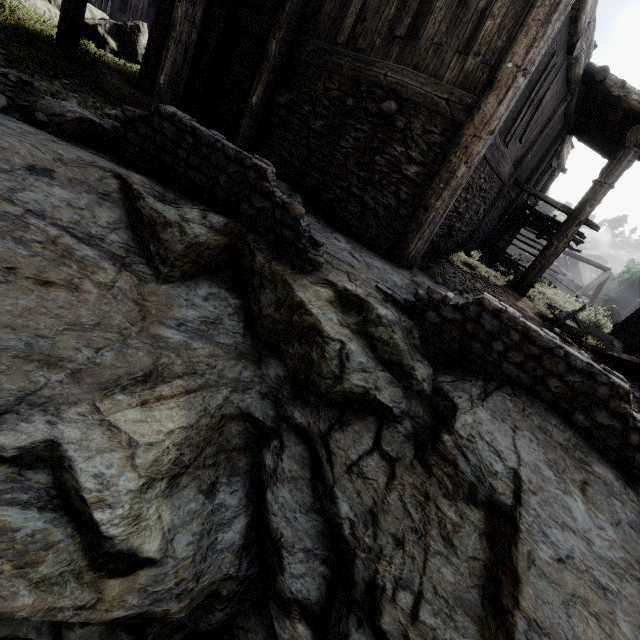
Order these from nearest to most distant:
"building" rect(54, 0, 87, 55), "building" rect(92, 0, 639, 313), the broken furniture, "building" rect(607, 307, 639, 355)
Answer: "building" rect(92, 0, 639, 313), the broken furniture, "building" rect(54, 0, 87, 55), "building" rect(607, 307, 639, 355)

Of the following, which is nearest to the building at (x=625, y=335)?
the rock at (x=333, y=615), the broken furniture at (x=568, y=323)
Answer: the rock at (x=333, y=615)

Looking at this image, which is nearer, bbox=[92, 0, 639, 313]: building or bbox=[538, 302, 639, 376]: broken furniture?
bbox=[92, 0, 639, 313]: building

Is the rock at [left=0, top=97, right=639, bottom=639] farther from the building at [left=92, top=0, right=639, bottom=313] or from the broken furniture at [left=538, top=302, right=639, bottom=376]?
the broken furniture at [left=538, top=302, right=639, bottom=376]

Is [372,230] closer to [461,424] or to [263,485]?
[461,424]

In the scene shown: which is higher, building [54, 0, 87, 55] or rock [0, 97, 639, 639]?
building [54, 0, 87, 55]

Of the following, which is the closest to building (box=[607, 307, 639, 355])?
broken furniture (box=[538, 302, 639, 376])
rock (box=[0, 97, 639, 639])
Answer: rock (box=[0, 97, 639, 639])

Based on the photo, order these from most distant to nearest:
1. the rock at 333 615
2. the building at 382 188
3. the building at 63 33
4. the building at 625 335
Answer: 1. the building at 625 335
2. the building at 63 33
3. the building at 382 188
4. the rock at 333 615
